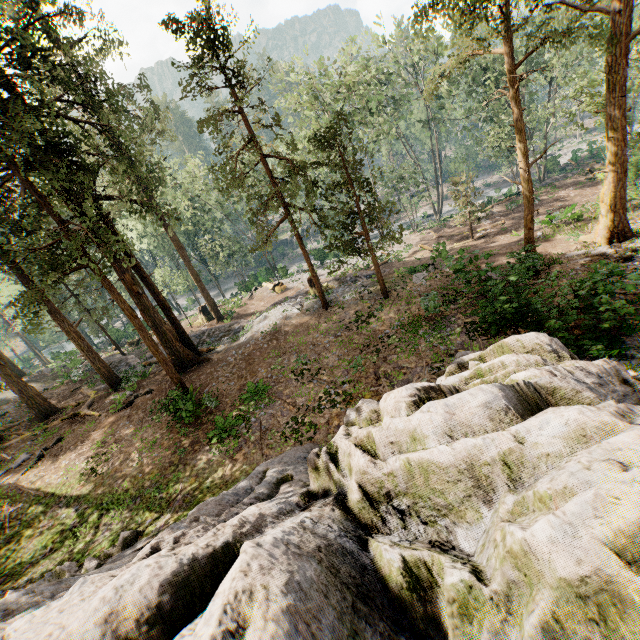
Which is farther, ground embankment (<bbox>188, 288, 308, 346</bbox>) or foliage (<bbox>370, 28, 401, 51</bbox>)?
foliage (<bbox>370, 28, 401, 51</bbox>)

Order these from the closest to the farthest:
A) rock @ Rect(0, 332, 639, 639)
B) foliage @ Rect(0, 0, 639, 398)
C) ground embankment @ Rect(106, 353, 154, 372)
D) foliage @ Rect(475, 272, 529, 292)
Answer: rock @ Rect(0, 332, 639, 639) < foliage @ Rect(475, 272, 529, 292) < foliage @ Rect(0, 0, 639, 398) < ground embankment @ Rect(106, 353, 154, 372)

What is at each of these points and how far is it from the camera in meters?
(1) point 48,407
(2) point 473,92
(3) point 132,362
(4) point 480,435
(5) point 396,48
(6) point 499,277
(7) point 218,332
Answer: (1) foliage, 21.0 m
(2) foliage, 34.8 m
(3) ground embankment, 26.6 m
(4) rock, 3.7 m
(5) foliage, 34.9 m
(6) foliage, 17.3 m
(7) ground embankment, 26.0 m

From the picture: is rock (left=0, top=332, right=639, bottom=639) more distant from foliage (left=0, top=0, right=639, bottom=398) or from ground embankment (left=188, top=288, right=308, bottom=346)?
ground embankment (left=188, top=288, right=308, bottom=346)

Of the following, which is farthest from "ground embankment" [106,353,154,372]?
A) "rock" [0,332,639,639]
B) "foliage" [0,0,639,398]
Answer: "rock" [0,332,639,639]

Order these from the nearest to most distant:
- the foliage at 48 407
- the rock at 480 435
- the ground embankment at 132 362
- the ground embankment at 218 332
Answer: the rock at 480 435
the foliage at 48 407
the ground embankment at 218 332
the ground embankment at 132 362

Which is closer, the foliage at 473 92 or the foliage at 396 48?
the foliage at 473 92
